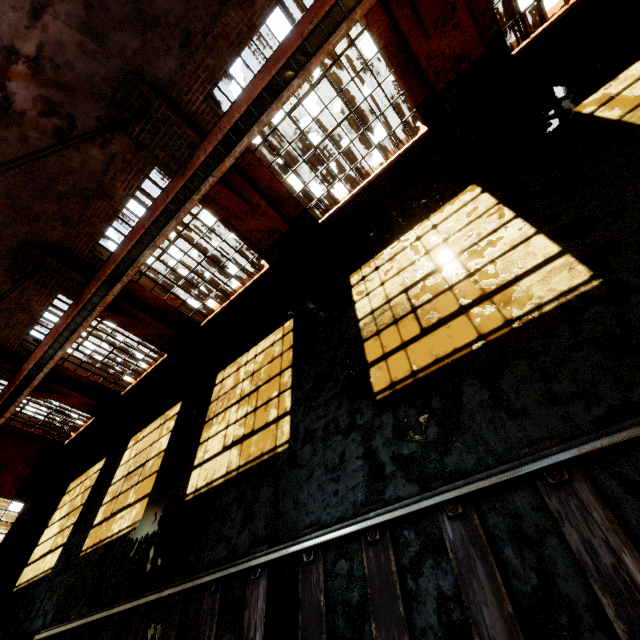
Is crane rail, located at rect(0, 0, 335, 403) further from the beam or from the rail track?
the rail track

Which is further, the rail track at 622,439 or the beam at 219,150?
the beam at 219,150

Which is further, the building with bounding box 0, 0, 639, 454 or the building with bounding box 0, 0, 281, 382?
the building with bounding box 0, 0, 639, 454

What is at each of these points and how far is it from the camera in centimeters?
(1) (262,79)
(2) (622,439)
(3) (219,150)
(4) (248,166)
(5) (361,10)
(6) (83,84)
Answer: (1) crane rail, 578cm
(2) rail track, 264cm
(3) beam, 650cm
(4) building, 730cm
(5) crane rail, 523cm
(6) building, 565cm

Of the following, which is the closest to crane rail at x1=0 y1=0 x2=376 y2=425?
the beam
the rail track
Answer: the beam

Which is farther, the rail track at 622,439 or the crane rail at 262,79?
the crane rail at 262,79

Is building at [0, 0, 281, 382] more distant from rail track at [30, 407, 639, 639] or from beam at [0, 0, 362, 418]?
rail track at [30, 407, 639, 639]

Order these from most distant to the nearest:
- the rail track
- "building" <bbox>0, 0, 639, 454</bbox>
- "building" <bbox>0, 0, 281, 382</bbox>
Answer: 1. "building" <bbox>0, 0, 639, 454</bbox>
2. "building" <bbox>0, 0, 281, 382</bbox>
3. the rail track
